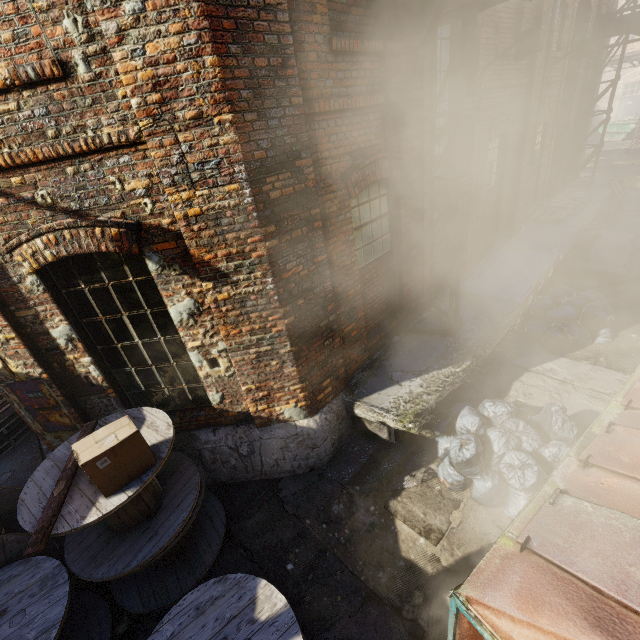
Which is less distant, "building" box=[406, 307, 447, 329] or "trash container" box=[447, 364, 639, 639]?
"trash container" box=[447, 364, 639, 639]

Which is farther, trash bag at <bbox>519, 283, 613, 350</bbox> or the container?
the container

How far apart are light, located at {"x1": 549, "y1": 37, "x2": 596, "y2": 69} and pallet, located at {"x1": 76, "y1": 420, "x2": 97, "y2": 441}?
12.5m

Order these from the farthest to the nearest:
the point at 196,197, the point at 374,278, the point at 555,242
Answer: the point at 555,242 < the point at 374,278 < the point at 196,197

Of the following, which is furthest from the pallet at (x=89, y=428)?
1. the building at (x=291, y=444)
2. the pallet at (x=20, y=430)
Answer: the pallet at (x=20, y=430)

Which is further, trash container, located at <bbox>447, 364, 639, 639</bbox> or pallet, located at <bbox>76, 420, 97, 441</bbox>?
pallet, located at <bbox>76, 420, 97, 441</bbox>

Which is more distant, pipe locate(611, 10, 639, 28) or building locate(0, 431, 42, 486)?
pipe locate(611, 10, 639, 28)

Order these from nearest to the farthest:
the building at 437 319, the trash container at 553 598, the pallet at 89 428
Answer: the trash container at 553 598
the pallet at 89 428
the building at 437 319
